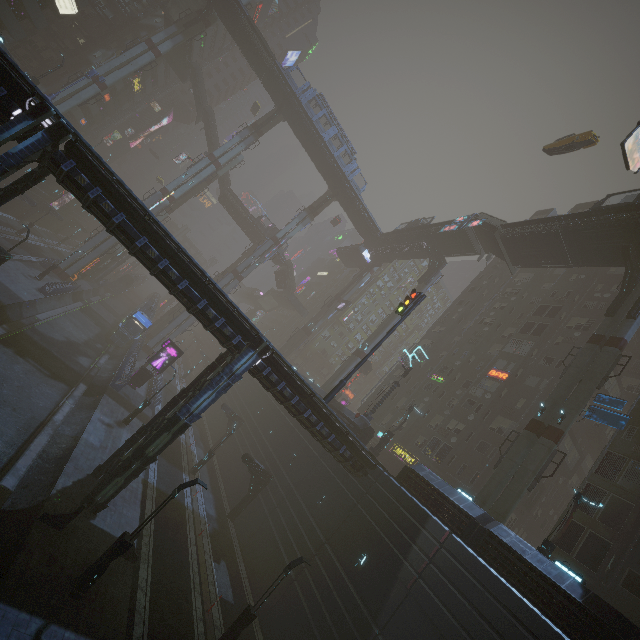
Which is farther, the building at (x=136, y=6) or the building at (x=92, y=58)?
the building at (x=136, y=6)

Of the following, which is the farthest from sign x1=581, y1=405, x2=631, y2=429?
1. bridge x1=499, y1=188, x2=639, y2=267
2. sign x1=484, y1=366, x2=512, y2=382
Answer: bridge x1=499, y1=188, x2=639, y2=267

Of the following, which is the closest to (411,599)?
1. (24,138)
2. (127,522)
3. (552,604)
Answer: (552,604)

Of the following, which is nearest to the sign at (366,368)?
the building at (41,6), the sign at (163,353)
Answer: Result: the building at (41,6)

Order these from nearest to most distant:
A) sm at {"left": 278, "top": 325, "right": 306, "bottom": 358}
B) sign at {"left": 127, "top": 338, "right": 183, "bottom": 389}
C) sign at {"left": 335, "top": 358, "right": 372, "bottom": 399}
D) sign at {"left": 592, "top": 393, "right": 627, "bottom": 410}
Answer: sign at {"left": 592, "top": 393, "right": 627, "bottom": 410} < sign at {"left": 127, "top": 338, "right": 183, "bottom": 389} < sign at {"left": 335, "top": 358, "right": 372, "bottom": 399} < sm at {"left": 278, "top": 325, "right": 306, "bottom": 358}

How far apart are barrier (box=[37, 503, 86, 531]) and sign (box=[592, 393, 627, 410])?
31.46m

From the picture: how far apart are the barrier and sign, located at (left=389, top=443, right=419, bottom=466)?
29.34m

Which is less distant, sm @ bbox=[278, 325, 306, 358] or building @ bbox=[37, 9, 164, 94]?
building @ bbox=[37, 9, 164, 94]
